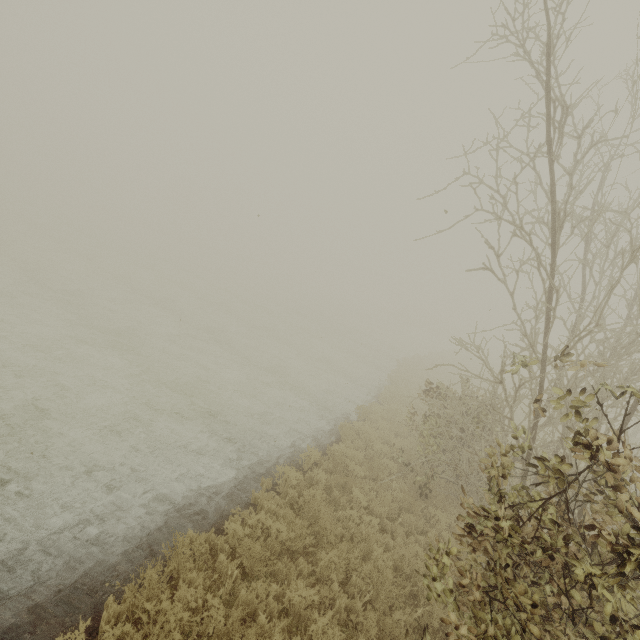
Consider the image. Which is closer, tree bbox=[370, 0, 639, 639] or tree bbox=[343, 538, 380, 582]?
tree bbox=[370, 0, 639, 639]

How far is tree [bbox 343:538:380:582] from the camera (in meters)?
6.25

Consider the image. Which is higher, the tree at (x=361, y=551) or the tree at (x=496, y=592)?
the tree at (x=496, y=592)

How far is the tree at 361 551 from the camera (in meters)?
6.25

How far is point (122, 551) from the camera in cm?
557

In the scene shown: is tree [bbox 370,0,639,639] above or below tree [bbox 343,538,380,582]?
above
